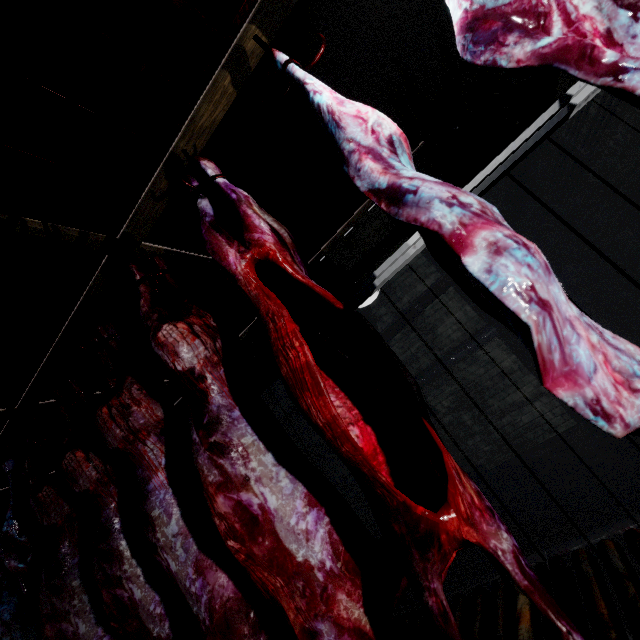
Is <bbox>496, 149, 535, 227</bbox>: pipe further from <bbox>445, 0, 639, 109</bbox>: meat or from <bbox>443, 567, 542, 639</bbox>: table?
<bbox>443, 567, 542, 639</bbox>: table

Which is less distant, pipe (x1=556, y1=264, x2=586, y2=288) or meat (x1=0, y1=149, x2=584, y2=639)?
meat (x1=0, y1=149, x2=584, y2=639)

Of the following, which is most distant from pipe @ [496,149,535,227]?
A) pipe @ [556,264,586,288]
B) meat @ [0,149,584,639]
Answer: meat @ [0,149,584,639]

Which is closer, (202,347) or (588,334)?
(588,334)

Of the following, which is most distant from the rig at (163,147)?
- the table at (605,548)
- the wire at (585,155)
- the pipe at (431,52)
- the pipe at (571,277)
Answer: the pipe at (571,277)

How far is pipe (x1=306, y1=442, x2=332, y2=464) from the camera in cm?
558

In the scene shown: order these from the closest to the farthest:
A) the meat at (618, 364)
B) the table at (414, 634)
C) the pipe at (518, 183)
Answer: the meat at (618, 364) → the table at (414, 634) → the pipe at (518, 183)

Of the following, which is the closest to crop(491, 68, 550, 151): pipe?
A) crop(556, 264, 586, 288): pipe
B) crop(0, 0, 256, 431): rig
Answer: crop(0, 0, 256, 431): rig
